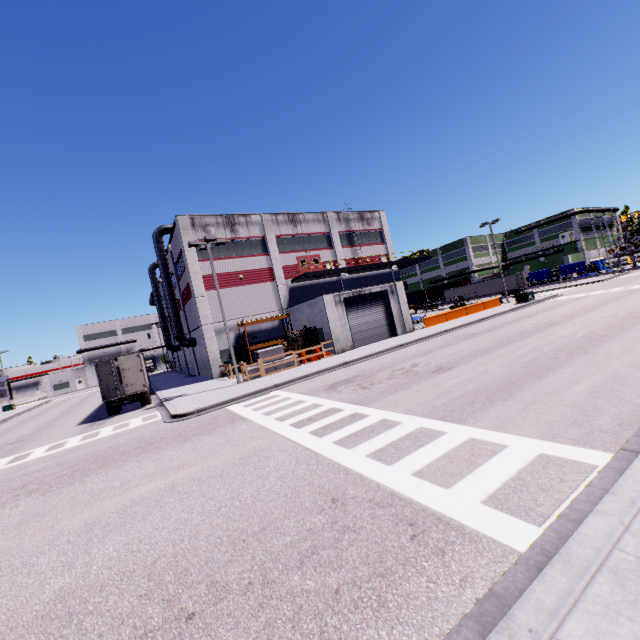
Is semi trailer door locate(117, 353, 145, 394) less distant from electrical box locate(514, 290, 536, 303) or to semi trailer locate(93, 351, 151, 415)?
semi trailer locate(93, 351, 151, 415)

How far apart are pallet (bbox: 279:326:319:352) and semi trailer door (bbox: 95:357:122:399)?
11.64m

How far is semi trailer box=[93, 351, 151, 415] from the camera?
21.5m

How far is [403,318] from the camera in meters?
29.5

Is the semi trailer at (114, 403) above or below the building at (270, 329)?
below

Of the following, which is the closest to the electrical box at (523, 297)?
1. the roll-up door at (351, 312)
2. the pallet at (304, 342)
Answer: the roll-up door at (351, 312)

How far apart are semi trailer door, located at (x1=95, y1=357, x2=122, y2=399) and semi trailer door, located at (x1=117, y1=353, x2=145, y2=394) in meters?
0.5

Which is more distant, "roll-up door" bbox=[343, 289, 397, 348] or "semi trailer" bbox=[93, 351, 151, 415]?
"roll-up door" bbox=[343, 289, 397, 348]
